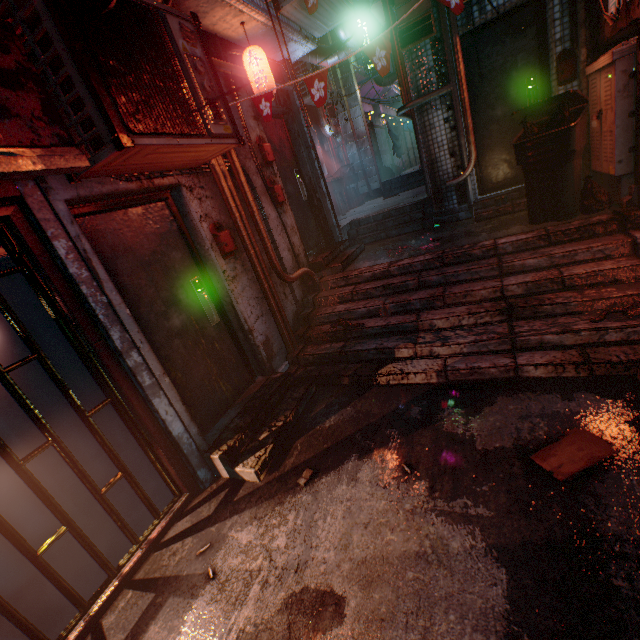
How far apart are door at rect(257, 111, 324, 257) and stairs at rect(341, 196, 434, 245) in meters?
0.4

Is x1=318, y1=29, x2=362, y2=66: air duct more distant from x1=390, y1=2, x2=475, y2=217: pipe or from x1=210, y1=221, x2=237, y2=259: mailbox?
x1=210, y1=221, x2=237, y2=259: mailbox

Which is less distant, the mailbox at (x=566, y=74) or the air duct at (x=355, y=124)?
the mailbox at (x=566, y=74)

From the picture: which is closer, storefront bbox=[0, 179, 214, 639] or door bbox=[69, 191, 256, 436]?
storefront bbox=[0, 179, 214, 639]

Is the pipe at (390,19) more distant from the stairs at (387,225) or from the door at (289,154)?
the door at (289,154)

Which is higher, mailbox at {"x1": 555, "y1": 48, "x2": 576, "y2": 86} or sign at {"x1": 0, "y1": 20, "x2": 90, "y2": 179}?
sign at {"x1": 0, "y1": 20, "x2": 90, "y2": 179}

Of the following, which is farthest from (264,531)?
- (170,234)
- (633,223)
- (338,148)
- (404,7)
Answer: (338,148)

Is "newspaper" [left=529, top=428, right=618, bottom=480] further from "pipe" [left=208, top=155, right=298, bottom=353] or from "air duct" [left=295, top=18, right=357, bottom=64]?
"air duct" [left=295, top=18, right=357, bottom=64]
